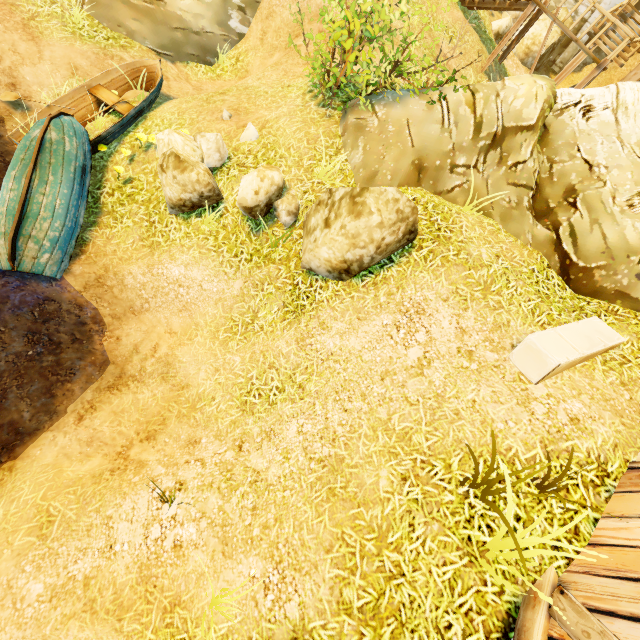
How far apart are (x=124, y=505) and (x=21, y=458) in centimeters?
196cm

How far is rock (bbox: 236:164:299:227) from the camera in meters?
5.9 m

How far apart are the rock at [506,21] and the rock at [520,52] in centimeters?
20cm

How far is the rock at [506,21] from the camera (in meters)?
14.74

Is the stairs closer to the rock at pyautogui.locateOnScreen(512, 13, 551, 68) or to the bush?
the rock at pyautogui.locateOnScreen(512, 13, 551, 68)

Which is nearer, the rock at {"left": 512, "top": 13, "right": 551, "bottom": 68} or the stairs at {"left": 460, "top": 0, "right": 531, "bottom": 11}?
the stairs at {"left": 460, "top": 0, "right": 531, "bottom": 11}

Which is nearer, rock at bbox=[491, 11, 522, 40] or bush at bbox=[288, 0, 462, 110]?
bush at bbox=[288, 0, 462, 110]

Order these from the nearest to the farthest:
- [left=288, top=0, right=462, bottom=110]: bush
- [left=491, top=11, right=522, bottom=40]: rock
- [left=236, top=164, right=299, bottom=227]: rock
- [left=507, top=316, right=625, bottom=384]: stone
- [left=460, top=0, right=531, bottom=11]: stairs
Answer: [left=507, top=316, right=625, bottom=384]: stone → [left=288, top=0, right=462, bottom=110]: bush → [left=236, top=164, right=299, bottom=227]: rock → [left=460, top=0, right=531, bottom=11]: stairs → [left=491, top=11, right=522, bottom=40]: rock
